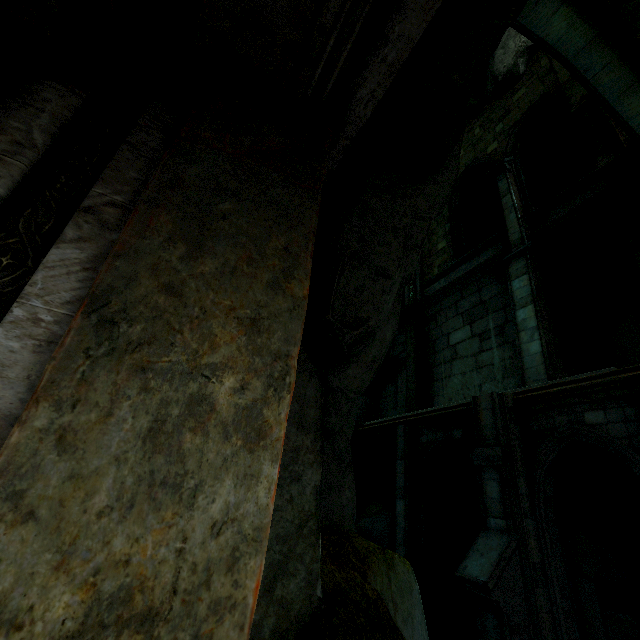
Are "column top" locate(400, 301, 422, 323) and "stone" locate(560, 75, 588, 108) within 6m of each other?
no

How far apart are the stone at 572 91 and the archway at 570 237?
4.5 meters

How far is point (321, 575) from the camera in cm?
224

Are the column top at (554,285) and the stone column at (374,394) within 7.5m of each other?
no

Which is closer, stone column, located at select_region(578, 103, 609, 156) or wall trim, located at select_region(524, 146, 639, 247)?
wall trim, located at select_region(524, 146, 639, 247)

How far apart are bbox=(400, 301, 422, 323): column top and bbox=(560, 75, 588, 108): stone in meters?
8.4

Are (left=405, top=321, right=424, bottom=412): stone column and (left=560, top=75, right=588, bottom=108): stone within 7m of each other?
no

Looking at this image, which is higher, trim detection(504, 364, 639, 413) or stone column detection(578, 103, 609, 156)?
stone column detection(578, 103, 609, 156)
